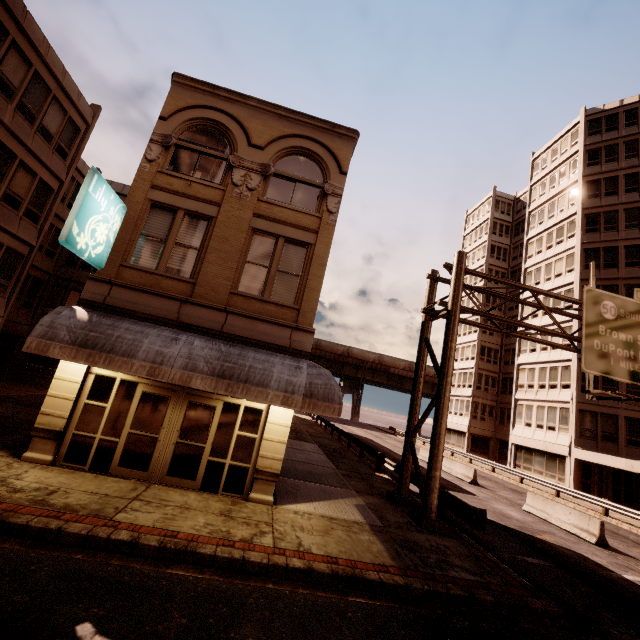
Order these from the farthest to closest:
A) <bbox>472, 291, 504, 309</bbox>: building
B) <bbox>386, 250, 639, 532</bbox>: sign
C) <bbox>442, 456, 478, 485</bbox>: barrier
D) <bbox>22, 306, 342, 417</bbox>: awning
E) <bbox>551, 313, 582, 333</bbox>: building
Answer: <bbox>472, 291, 504, 309</bbox>: building
<bbox>551, 313, 582, 333</bbox>: building
<bbox>442, 456, 478, 485</bbox>: barrier
<bbox>386, 250, 639, 532</bbox>: sign
<bbox>22, 306, 342, 417</bbox>: awning

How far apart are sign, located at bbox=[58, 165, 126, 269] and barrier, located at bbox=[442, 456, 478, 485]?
24.3 meters

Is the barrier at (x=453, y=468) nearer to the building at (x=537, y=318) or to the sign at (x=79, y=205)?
the building at (x=537, y=318)

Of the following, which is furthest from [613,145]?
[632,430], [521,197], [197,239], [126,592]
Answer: [126,592]

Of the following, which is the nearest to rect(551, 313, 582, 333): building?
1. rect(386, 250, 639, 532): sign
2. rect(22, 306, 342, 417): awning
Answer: rect(386, 250, 639, 532): sign

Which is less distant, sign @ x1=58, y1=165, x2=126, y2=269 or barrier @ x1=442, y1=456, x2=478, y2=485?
sign @ x1=58, y1=165, x2=126, y2=269

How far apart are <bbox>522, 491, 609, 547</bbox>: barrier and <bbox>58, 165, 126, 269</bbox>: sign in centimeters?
2162cm

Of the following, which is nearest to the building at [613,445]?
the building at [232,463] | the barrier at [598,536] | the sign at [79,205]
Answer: the barrier at [598,536]
